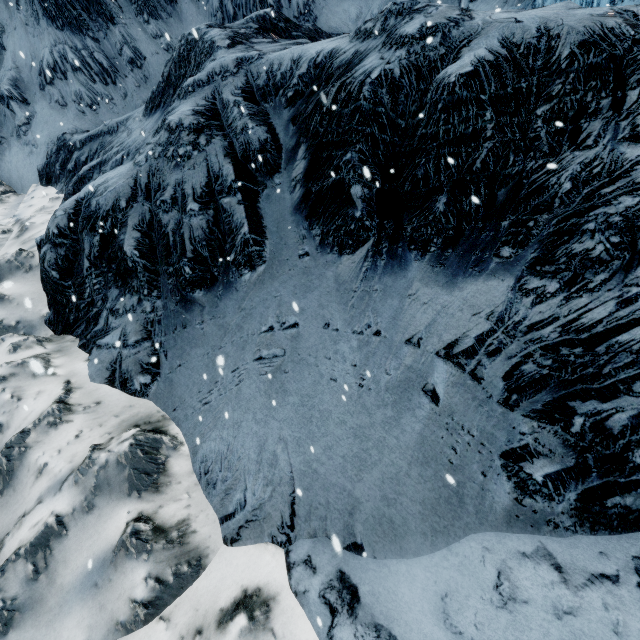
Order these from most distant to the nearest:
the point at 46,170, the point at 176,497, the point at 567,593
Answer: the point at 46,170
the point at 176,497
the point at 567,593
